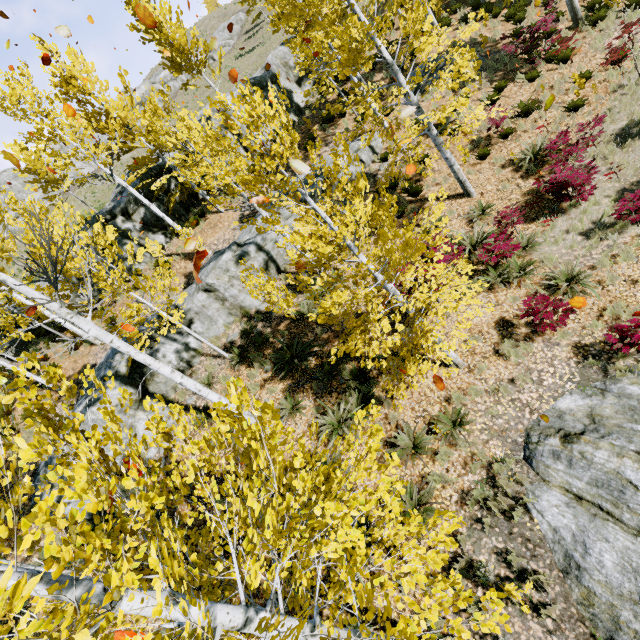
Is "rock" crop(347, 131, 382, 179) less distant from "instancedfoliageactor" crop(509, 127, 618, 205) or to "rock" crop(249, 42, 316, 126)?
"instancedfoliageactor" crop(509, 127, 618, 205)

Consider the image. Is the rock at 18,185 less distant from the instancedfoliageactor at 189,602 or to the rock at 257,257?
the instancedfoliageactor at 189,602

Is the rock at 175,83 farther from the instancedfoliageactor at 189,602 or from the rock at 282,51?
the rock at 282,51

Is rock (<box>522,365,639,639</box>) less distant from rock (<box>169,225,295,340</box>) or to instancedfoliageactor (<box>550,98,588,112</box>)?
instancedfoliageactor (<box>550,98,588,112</box>)

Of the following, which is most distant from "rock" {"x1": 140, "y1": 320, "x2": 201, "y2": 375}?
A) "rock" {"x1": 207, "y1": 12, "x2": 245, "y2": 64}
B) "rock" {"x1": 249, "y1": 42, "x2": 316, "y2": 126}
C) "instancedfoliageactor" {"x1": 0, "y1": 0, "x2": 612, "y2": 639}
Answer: "rock" {"x1": 207, "y1": 12, "x2": 245, "y2": 64}

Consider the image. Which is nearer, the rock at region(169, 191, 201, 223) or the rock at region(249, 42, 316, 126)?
the rock at region(169, 191, 201, 223)

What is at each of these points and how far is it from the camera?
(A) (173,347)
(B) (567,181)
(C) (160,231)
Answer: (A) rock, 11.0m
(B) instancedfoliageactor, 8.7m
(C) rock, 17.7m

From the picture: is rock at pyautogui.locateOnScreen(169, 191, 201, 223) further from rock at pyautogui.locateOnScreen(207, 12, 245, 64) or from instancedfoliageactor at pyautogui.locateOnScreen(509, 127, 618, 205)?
rock at pyautogui.locateOnScreen(207, 12, 245, 64)
